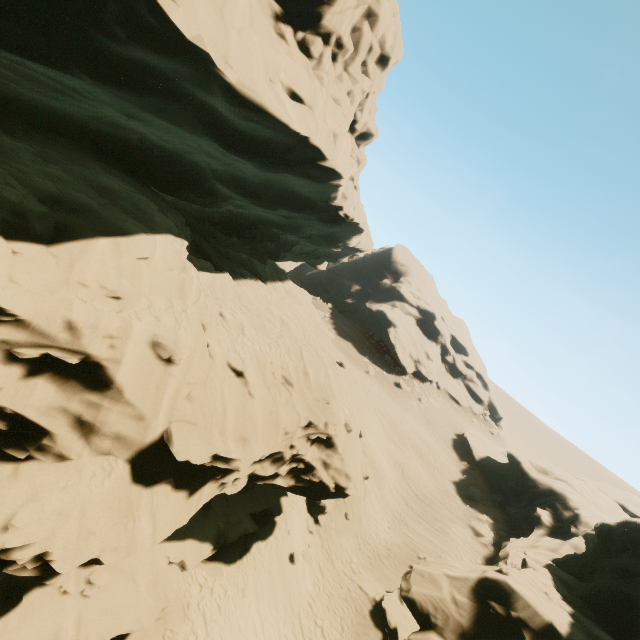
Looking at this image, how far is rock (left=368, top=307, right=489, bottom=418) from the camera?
52.7m

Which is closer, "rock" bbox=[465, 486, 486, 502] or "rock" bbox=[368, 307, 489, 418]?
"rock" bbox=[465, 486, 486, 502]

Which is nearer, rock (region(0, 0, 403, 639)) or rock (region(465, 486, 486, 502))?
rock (region(0, 0, 403, 639))

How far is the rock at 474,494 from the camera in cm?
3161

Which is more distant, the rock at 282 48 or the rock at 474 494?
the rock at 474 494

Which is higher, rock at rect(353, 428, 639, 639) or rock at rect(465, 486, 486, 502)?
rock at rect(353, 428, 639, 639)

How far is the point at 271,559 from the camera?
14.2m

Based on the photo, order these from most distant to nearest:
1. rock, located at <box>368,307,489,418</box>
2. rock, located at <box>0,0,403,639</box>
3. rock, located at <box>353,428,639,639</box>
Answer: rock, located at <box>368,307,489,418</box>, rock, located at <box>353,428,639,639</box>, rock, located at <box>0,0,403,639</box>
